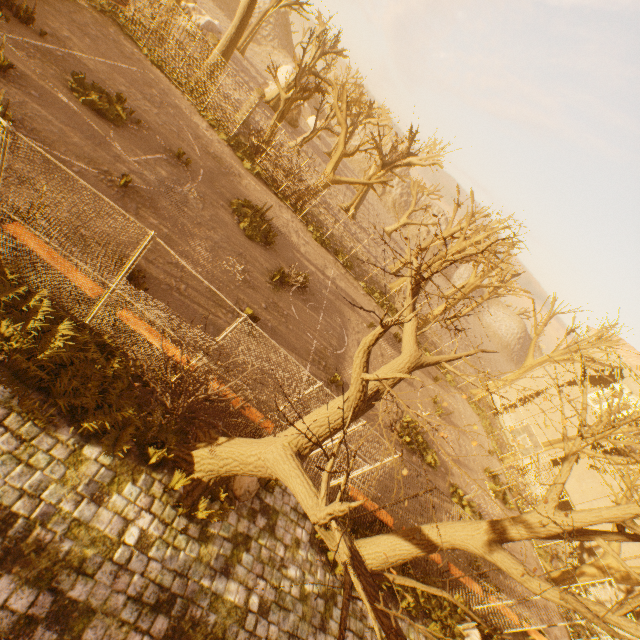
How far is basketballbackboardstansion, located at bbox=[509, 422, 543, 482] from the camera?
16.50m

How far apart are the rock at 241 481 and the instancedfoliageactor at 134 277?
4.7 meters

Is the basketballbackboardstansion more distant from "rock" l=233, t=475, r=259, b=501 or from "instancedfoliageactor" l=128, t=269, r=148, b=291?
"instancedfoliageactor" l=128, t=269, r=148, b=291

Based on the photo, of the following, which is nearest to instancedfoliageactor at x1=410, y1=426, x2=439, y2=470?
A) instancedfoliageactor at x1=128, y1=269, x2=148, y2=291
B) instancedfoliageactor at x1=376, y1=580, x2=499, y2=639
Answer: instancedfoliageactor at x1=376, y1=580, x2=499, y2=639

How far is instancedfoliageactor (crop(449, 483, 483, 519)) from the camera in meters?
14.3

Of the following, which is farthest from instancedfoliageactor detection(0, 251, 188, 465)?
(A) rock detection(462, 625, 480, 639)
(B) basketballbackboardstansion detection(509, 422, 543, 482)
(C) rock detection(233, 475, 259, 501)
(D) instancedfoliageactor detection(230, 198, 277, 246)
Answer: (B) basketballbackboardstansion detection(509, 422, 543, 482)

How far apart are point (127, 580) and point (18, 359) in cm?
382

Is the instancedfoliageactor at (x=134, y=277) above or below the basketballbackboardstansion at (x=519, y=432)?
below
